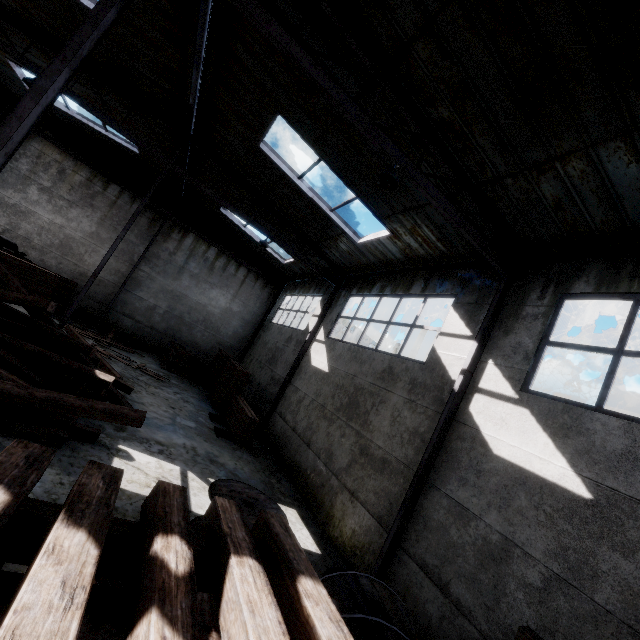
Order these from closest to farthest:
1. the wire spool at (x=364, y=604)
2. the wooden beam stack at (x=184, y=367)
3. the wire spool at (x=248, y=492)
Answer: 1. the wire spool at (x=364, y=604)
2. the wire spool at (x=248, y=492)
3. the wooden beam stack at (x=184, y=367)

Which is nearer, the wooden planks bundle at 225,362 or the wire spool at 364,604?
the wire spool at 364,604

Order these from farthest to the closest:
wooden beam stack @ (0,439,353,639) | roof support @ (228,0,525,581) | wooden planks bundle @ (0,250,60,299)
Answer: wooden planks bundle @ (0,250,60,299) → roof support @ (228,0,525,581) → wooden beam stack @ (0,439,353,639)

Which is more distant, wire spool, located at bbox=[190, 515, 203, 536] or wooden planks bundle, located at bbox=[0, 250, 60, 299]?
wooden planks bundle, located at bbox=[0, 250, 60, 299]

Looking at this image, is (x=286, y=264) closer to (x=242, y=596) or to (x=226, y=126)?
(x=226, y=126)

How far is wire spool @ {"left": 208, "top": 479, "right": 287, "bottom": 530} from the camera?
5.4m

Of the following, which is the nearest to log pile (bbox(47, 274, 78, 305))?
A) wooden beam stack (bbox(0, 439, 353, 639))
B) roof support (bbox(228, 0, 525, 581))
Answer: roof support (bbox(228, 0, 525, 581))

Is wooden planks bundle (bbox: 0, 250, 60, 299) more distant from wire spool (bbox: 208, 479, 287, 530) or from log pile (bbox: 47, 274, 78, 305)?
wire spool (bbox: 208, 479, 287, 530)
